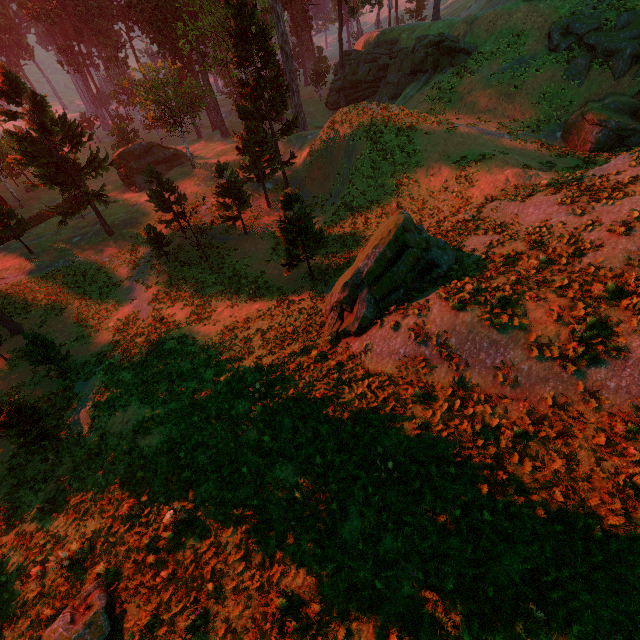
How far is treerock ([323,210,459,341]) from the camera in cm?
1248

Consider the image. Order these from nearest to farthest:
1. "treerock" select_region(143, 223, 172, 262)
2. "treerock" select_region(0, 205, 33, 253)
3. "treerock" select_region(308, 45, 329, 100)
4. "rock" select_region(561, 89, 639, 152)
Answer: "rock" select_region(561, 89, 639, 152) < "treerock" select_region(143, 223, 172, 262) < "treerock" select_region(0, 205, 33, 253) < "treerock" select_region(308, 45, 329, 100)

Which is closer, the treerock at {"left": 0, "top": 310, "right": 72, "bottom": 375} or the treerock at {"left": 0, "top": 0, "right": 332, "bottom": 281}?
the treerock at {"left": 0, "top": 310, "right": 72, "bottom": 375}

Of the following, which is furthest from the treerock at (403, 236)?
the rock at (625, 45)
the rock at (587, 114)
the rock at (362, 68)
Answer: the rock at (587, 114)

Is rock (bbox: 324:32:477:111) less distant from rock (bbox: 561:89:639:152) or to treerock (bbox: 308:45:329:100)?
treerock (bbox: 308:45:329:100)

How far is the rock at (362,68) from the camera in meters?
30.5 m

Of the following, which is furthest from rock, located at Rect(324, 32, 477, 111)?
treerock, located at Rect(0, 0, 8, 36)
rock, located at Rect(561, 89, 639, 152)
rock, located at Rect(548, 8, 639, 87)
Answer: rock, located at Rect(561, 89, 639, 152)

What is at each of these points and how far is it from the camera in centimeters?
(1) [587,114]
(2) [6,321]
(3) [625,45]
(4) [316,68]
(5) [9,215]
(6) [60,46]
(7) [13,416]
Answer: (1) rock, 2170cm
(2) treerock, 2373cm
(3) rock, 2227cm
(4) treerock, 5369cm
(5) treerock, 2988cm
(6) treerock, 5366cm
(7) treerock, 1278cm
